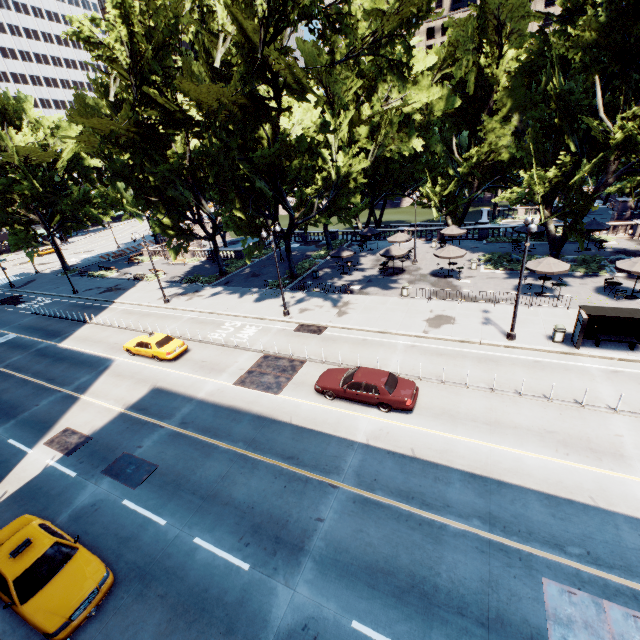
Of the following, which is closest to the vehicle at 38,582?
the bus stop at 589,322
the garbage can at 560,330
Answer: the bus stop at 589,322

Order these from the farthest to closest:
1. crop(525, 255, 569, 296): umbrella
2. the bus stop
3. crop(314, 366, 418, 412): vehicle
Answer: crop(525, 255, 569, 296): umbrella
the bus stop
crop(314, 366, 418, 412): vehicle

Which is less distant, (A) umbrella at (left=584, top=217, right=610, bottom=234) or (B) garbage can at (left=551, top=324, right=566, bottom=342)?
(B) garbage can at (left=551, top=324, right=566, bottom=342)

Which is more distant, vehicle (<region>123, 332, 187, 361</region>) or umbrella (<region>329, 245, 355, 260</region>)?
umbrella (<region>329, 245, 355, 260</region>)

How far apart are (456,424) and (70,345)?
30.2 meters

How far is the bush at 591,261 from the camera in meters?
26.8 m

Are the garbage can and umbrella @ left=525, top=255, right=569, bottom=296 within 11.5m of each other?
yes

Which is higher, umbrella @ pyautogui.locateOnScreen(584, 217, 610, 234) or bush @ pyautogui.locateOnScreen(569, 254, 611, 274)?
umbrella @ pyautogui.locateOnScreen(584, 217, 610, 234)
